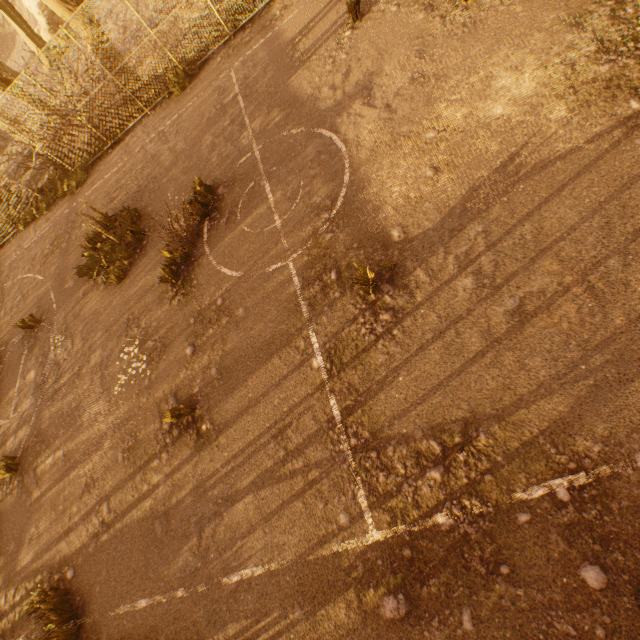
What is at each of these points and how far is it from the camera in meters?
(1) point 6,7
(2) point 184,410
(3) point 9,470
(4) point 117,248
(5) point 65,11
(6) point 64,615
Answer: (1) tree, 21.9
(2) instancedfoliageactor, 5.7
(3) instancedfoliageactor, 7.6
(4) instancedfoliageactor, 9.0
(5) tree, 10.8
(6) instancedfoliageactor, 5.2

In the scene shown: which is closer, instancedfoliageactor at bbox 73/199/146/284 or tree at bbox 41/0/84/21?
instancedfoliageactor at bbox 73/199/146/284

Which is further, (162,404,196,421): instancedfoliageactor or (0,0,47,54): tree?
(0,0,47,54): tree

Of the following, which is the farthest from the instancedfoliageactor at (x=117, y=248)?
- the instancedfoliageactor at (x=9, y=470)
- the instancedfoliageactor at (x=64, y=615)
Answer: the instancedfoliageactor at (x=64, y=615)

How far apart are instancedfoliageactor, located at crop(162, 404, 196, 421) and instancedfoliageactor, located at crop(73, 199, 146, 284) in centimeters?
505cm

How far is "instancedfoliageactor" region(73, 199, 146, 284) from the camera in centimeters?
864cm

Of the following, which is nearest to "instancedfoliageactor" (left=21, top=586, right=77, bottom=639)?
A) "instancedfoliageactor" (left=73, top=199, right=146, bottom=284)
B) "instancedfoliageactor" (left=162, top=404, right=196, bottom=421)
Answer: "instancedfoliageactor" (left=162, top=404, right=196, bottom=421)

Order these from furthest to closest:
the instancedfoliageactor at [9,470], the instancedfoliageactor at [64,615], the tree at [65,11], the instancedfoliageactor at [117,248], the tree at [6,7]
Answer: the tree at [6,7], the tree at [65,11], the instancedfoliageactor at [117,248], the instancedfoliageactor at [9,470], the instancedfoliageactor at [64,615]
